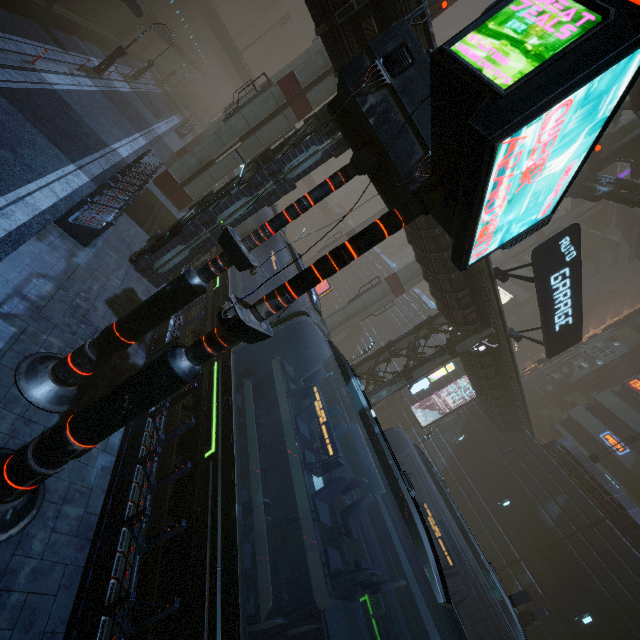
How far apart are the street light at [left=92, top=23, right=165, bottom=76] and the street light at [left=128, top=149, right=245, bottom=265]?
18.0 meters

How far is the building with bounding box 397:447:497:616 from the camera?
21.2 meters

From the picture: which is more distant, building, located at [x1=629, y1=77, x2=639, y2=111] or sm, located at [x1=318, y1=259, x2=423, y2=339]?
sm, located at [x1=318, y1=259, x2=423, y2=339]

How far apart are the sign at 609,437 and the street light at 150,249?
39.0 meters

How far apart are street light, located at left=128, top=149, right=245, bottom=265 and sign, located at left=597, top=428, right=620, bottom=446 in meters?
39.0

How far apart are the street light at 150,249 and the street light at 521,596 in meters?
17.7 m

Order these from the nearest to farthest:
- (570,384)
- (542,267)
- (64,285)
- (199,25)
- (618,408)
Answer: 1. (64,285)
2. (542,267)
3. (618,408)
4. (570,384)
5. (199,25)

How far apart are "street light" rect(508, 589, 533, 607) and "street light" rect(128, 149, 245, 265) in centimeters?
1772cm
